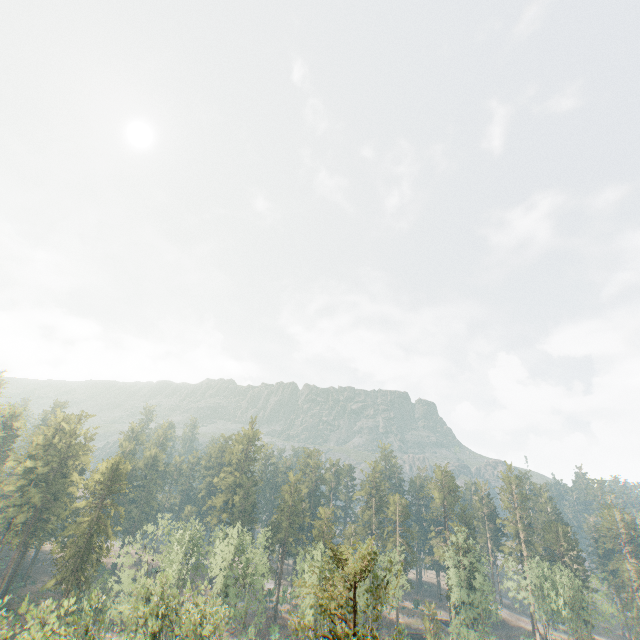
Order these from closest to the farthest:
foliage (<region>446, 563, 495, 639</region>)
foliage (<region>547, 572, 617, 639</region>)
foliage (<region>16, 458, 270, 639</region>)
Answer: foliage (<region>16, 458, 270, 639</region>) < foliage (<region>446, 563, 495, 639</region>) < foliage (<region>547, 572, 617, 639</region>)

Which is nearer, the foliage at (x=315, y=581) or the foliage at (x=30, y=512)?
the foliage at (x=315, y=581)

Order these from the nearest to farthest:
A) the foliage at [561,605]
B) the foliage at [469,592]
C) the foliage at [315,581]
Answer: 1. the foliage at [315,581]
2. the foliage at [469,592]
3. the foliage at [561,605]

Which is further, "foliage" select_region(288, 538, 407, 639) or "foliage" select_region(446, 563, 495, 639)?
"foliage" select_region(446, 563, 495, 639)

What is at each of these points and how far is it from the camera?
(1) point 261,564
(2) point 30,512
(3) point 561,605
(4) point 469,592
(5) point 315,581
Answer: (1) foliage, 49.3m
(2) foliage, 57.8m
(3) foliage, 59.2m
(4) foliage, 58.5m
(5) foliage, 44.5m
